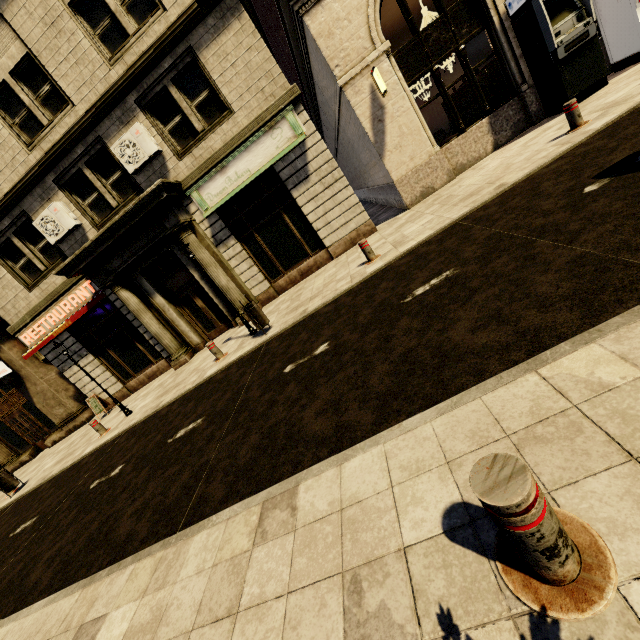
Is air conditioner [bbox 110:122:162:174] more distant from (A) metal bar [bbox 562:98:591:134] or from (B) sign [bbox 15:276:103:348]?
(A) metal bar [bbox 562:98:591:134]

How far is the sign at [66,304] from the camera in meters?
12.0 m

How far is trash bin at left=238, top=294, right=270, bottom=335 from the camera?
8.0 meters

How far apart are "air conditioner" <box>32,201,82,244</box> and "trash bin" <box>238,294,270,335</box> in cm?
754

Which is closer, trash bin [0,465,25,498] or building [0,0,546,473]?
building [0,0,546,473]

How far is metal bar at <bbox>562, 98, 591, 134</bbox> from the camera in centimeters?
654cm

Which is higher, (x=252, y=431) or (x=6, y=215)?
(x=6, y=215)

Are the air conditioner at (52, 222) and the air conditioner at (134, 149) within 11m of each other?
yes
